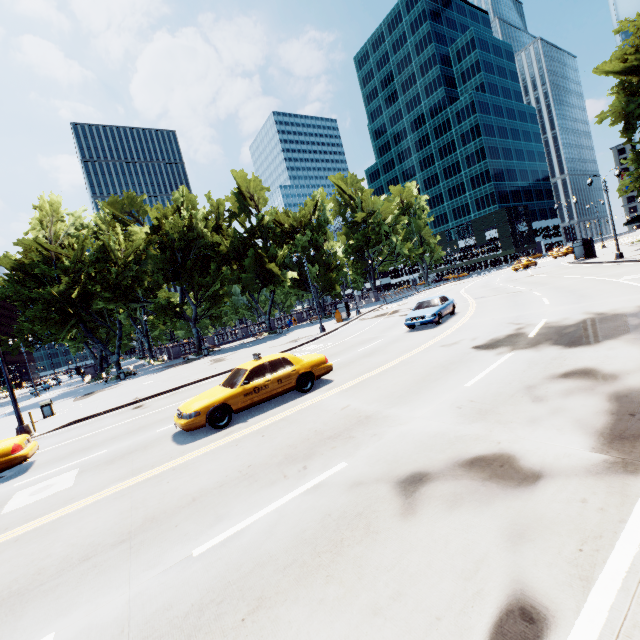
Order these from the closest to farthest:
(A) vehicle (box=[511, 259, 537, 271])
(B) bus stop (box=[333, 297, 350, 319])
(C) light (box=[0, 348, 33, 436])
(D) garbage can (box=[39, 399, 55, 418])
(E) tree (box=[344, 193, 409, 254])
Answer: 1. (C) light (box=[0, 348, 33, 436])
2. (D) garbage can (box=[39, 399, 55, 418])
3. (B) bus stop (box=[333, 297, 350, 319])
4. (A) vehicle (box=[511, 259, 537, 271])
5. (E) tree (box=[344, 193, 409, 254])

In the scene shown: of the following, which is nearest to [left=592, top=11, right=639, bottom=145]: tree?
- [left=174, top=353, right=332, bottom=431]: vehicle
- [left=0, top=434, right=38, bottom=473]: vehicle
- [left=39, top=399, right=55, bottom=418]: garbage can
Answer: [left=39, top=399, right=55, bottom=418]: garbage can

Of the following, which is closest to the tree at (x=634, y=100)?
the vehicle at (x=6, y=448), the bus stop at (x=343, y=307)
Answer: the bus stop at (x=343, y=307)

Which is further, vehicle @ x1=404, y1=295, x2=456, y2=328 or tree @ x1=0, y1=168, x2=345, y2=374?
tree @ x1=0, y1=168, x2=345, y2=374

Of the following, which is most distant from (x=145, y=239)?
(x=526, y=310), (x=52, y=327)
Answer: (x=526, y=310)

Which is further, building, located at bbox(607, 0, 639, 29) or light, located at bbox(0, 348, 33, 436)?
building, located at bbox(607, 0, 639, 29)

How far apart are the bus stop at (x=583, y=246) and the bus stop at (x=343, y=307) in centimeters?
2548cm

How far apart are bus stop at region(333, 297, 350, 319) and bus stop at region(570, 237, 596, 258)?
25.5 meters
